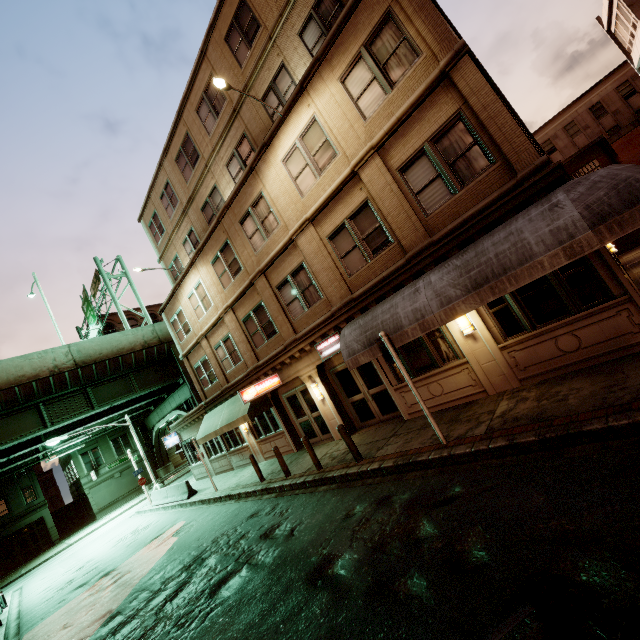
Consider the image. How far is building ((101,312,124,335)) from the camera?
49.1 meters

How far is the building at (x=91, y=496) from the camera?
39.81m

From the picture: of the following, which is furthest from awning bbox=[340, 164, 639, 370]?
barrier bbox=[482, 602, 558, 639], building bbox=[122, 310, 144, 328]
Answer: building bbox=[122, 310, 144, 328]

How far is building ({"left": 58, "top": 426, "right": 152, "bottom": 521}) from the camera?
39.8m

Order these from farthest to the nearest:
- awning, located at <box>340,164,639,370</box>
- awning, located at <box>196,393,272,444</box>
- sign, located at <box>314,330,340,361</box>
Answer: awning, located at <box>196,393,272,444</box>
sign, located at <box>314,330,340,361</box>
awning, located at <box>340,164,639,370</box>

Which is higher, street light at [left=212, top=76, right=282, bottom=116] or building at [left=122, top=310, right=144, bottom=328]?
building at [left=122, top=310, right=144, bottom=328]

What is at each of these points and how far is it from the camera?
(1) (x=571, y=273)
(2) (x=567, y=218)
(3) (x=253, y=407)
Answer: (1) building, 7.6m
(2) awning, 6.3m
(3) awning, 15.6m

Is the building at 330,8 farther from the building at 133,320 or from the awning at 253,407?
the building at 133,320
